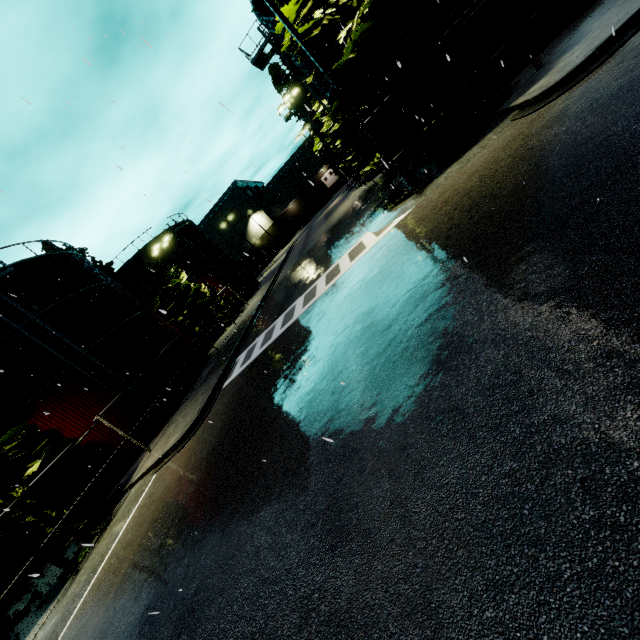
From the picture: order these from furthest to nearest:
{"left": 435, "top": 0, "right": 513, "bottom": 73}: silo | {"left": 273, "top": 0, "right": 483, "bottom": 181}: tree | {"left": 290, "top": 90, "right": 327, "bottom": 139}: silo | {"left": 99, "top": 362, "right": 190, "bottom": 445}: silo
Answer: {"left": 290, "top": 90, "right": 327, "bottom": 139}: silo < {"left": 99, "top": 362, "right": 190, "bottom": 445}: silo < {"left": 435, "top": 0, "right": 513, "bottom": 73}: silo < {"left": 273, "top": 0, "right": 483, "bottom": 181}: tree

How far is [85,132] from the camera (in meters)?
9.45

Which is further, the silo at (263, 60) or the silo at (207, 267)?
the silo at (207, 267)

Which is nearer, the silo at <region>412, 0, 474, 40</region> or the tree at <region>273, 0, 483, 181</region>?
the tree at <region>273, 0, 483, 181</region>

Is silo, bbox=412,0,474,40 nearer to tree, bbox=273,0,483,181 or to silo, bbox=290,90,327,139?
tree, bbox=273,0,483,181

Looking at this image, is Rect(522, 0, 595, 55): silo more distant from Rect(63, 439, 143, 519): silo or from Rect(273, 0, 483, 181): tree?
Rect(63, 439, 143, 519): silo

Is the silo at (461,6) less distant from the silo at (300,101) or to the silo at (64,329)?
the silo at (64,329)

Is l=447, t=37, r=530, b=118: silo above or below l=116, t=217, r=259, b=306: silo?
below
